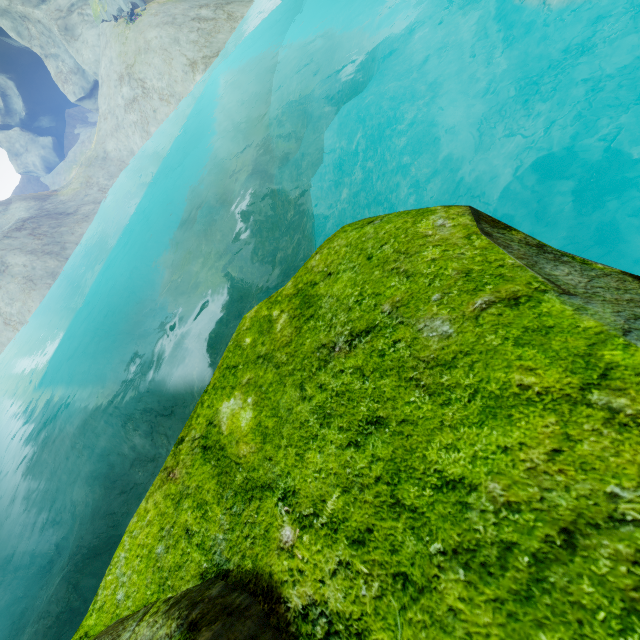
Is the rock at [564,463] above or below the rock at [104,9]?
below

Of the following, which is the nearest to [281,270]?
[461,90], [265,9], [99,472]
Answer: [461,90]

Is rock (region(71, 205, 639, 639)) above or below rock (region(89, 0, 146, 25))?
below

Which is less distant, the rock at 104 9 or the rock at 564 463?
the rock at 564 463

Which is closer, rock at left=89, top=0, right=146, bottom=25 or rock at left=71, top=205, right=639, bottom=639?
rock at left=71, top=205, right=639, bottom=639
